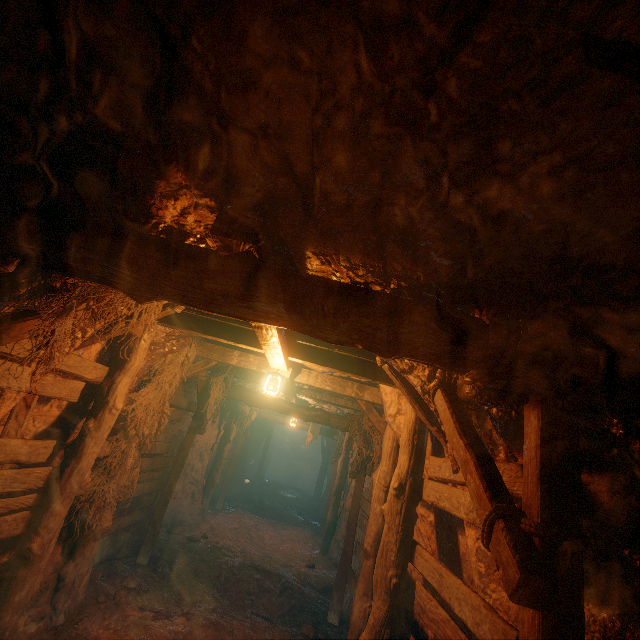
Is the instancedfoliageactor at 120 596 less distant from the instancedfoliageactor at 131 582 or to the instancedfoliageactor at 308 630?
the instancedfoliageactor at 131 582

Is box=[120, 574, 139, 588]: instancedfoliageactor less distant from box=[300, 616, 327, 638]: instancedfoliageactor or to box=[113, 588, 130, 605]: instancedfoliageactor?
box=[113, 588, 130, 605]: instancedfoliageactor

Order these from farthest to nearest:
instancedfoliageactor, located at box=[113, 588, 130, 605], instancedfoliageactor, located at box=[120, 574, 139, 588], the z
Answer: instancedfoliageactor, located at box=[120, 574, 139, 588]
instancedfoliageactor, located at box=[113, 588, 130, 605]
the z

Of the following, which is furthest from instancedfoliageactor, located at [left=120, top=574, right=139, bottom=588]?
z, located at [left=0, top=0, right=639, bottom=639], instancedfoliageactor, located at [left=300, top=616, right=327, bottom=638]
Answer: instancedfoliageactor, located at [left=300, top=616, right=327, bottom=638]

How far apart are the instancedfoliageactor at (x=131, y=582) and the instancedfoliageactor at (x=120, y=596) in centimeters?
35cm

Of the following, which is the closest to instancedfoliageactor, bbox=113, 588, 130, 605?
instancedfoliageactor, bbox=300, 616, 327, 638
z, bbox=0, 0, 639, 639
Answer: z, bbox=0, 0, 639, 639

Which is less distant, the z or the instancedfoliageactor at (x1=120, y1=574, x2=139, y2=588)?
the z

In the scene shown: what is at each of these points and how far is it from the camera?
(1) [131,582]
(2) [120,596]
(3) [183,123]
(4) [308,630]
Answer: (1) instancedfoliageactor, 5.7 meters
(2) instancedfoliageactor, 5.2 meters
(3) z, 1.8 meters
(4) instancedfoliageactor, 5.8 meters
